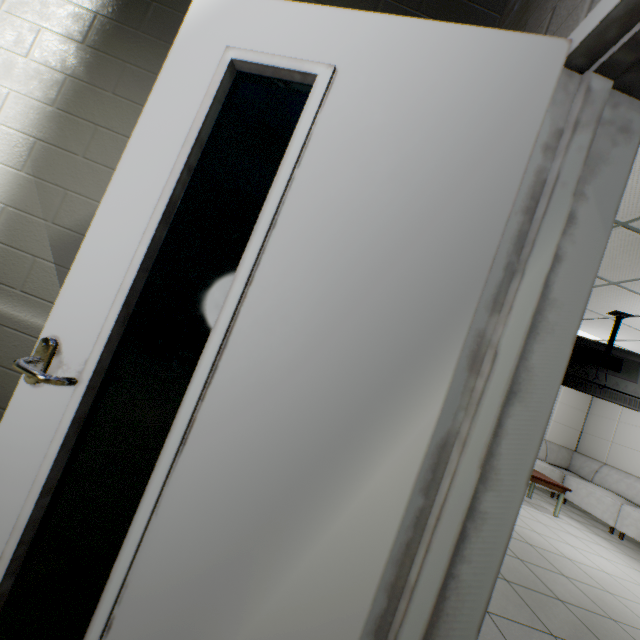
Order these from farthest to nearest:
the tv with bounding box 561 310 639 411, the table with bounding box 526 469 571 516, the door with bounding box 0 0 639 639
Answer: the table with bounding box 526 469 571 516
the tv with bounding box 561 310 639 411
the door with bounding box 0 0 639 639

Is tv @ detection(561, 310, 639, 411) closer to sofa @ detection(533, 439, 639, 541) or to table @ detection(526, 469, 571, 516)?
table @ detection(526, 469, 571, 516)

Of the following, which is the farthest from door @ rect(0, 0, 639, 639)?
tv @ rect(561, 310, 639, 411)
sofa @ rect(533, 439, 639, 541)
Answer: sofa @ rect(533, 439, 639, 541)

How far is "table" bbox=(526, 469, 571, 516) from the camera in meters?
5.4

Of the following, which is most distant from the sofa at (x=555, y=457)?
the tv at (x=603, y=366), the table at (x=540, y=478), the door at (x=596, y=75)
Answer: the door at (x=596, y=75)

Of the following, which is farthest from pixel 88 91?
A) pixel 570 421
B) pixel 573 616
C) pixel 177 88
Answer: pixel 570 421

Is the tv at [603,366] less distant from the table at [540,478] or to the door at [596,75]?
the table at [540,478]

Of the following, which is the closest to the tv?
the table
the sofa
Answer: the table
